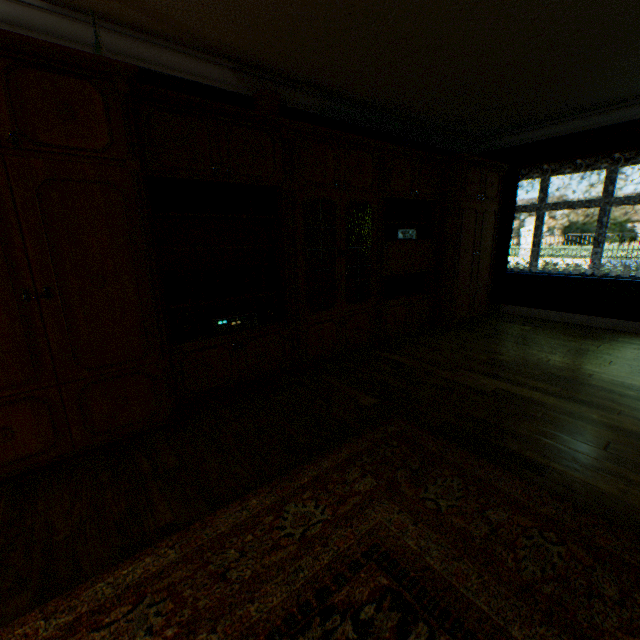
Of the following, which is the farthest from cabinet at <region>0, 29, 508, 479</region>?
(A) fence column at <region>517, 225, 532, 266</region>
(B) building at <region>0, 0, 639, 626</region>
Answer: (A) fence column at <region>517, 225, 532, 266</region>

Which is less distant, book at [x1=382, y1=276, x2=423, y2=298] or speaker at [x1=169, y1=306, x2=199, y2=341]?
speaker at [x1=169, y1=306, x2=199, y2=341]

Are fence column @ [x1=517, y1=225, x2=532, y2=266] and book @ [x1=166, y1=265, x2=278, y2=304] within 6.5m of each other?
no

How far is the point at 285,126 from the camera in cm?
303

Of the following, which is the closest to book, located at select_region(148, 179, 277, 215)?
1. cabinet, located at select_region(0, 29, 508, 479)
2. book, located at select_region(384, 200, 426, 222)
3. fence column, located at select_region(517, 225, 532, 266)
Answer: cabinet, located at select_region(0, 29, 508, 479)

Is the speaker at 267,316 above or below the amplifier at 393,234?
below

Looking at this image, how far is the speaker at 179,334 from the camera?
2.9m

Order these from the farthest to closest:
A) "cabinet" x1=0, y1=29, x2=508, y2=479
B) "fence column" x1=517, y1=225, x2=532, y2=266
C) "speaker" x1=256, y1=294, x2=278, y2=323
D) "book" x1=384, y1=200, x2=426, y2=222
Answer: "fence column" x1=517, y1=225, x2=532, y2=266 → "book" x1=384, y1=200, x2=426, y2=222 → "speaker" x1=256, y1=294, x2=278, y2=323 → "cabinet" x1=0, y1=29, x2=508, y2=479
